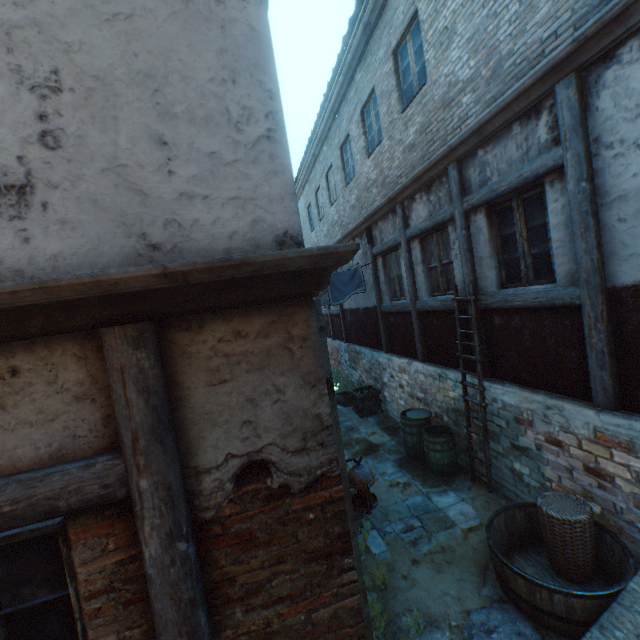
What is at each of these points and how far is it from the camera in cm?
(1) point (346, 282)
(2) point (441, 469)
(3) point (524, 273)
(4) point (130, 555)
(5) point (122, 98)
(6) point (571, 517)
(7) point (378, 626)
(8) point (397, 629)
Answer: (1) clothesline, 924
(2) barrel, 623
(3) building, 464
(4) building, 172
(5) building, 169
(6) wicker basket, 360
(7) plants, 355
(8) ground stones, 354

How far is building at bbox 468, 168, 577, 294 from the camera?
3.93m

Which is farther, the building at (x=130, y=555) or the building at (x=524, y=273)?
the building at (x=524, y=273)

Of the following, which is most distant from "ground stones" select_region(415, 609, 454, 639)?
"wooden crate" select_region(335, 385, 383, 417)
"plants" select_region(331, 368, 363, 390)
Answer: "plants" select_region(331, 368, 363, 390)

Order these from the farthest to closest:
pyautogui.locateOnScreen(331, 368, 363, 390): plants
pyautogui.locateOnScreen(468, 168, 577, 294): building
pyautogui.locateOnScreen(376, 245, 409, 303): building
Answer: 1. pyautogui.locateOnScreen(331, 368, 363, 390): plants
2. pyautogui.locateOnScreen(376, 245, 409, 303): building
3. pyautogui.locateOnScreen(468, 168, 577, 294): building

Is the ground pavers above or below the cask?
below

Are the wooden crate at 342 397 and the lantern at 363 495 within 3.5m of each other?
no
